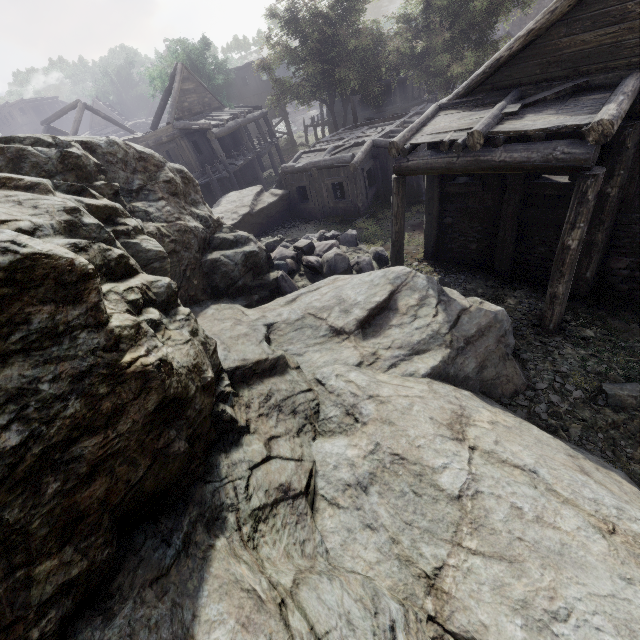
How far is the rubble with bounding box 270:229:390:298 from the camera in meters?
11.0 m

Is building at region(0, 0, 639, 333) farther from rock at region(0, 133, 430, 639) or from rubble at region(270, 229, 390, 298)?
rubble at region(270, 229, 390, 298)

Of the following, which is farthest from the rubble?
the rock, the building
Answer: the building

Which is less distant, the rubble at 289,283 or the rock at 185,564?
the rock at 185,564

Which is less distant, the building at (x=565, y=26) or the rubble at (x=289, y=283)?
the building at (x=565, y=26)

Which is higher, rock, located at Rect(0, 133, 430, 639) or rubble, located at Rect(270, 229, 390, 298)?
rock, located at Rect(0, 133, 430, 639)

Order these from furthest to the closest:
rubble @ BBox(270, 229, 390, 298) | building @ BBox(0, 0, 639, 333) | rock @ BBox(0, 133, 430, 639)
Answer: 1. rubble @ BBox(270, 229, 390, 298)
2. building @ BBox(0, 0, 639, 333)
3. rock @ BBox(0, 133, 430, 639)

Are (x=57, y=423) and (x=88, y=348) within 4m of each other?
yes
